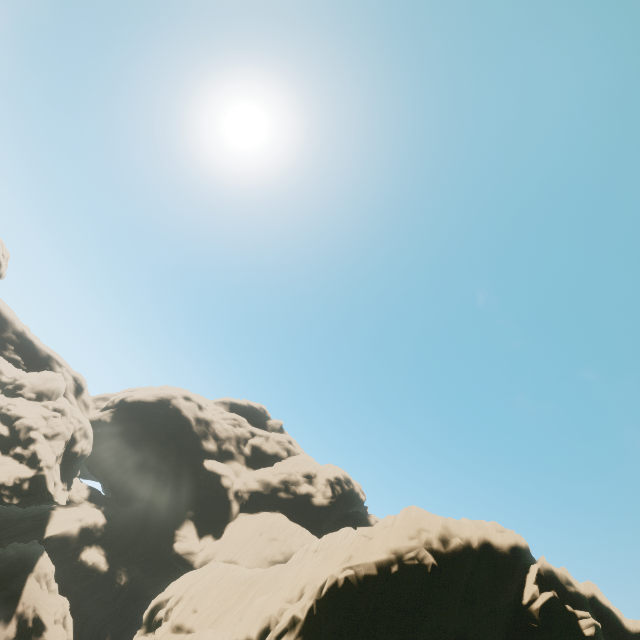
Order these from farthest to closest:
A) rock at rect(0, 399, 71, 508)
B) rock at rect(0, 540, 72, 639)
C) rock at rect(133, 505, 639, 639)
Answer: rock at rect(0, 399, 71, 508) < rock at rect(0, 540, 72, 639) < rock at rect(133, 505, 639, 639)

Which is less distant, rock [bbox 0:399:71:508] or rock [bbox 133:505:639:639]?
rock [bbox 133:505:639:639]

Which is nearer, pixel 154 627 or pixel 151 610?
pixel 154 627

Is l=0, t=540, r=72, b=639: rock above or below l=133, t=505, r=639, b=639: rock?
below

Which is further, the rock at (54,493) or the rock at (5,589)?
the rock at (54,493)

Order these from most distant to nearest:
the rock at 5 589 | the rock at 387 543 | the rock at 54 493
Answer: the rock at 54 493, the rock at 5 589, the rock at 387 543
